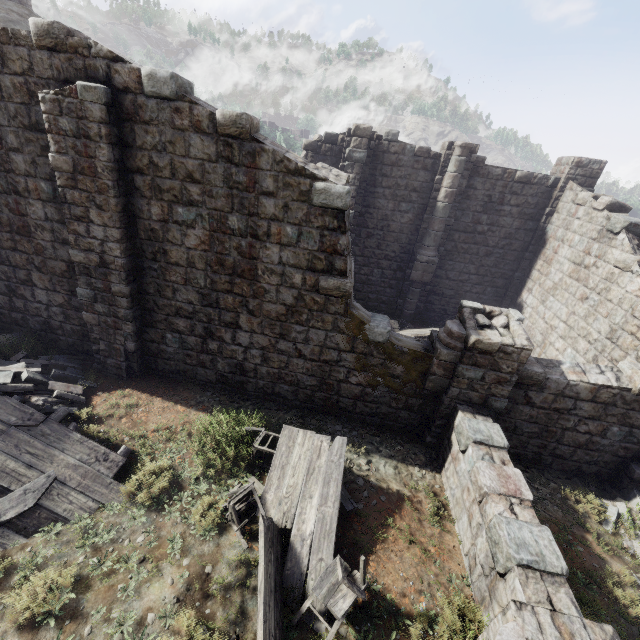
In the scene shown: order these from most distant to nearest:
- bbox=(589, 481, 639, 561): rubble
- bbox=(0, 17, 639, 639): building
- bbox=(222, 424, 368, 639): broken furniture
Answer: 1. bbox=(589, 481, 639, 561): rubble
2. bbox=(0, 17, 639, 639): building
3. bbox=(222, 424, 368, 639): broken furniture

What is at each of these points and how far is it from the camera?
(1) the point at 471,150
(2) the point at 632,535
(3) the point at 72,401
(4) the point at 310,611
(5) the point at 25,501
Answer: (1) building, 13.41m
(2) rubble, 6.93m
(3) rubble, 7.52m
(4) broken furniture, 4.79m
(5) wooden plank rubble, 5.23m

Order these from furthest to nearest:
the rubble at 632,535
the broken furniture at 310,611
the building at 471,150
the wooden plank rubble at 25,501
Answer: the rubble at 632,535 < the building at 471,150 < the wooden plank rubble at 25,501 < the broken furniture at 310,611

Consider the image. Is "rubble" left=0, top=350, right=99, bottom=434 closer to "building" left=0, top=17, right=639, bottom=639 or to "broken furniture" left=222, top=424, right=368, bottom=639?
"building" left=0, top=17, right=639, bottom=639

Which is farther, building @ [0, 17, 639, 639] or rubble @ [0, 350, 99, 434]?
rubble @ [0, 350, 99, 434]

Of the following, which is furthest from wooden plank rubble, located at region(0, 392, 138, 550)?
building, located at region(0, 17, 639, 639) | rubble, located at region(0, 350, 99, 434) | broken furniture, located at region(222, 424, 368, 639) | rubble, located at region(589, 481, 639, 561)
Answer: rubble, located at region(589, 481, 639, 561)

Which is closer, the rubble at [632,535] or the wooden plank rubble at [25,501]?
the wooden plank rubble at [25,501]

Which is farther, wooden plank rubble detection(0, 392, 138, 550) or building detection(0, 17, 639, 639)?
building detection(0, 17, 639, 639)
